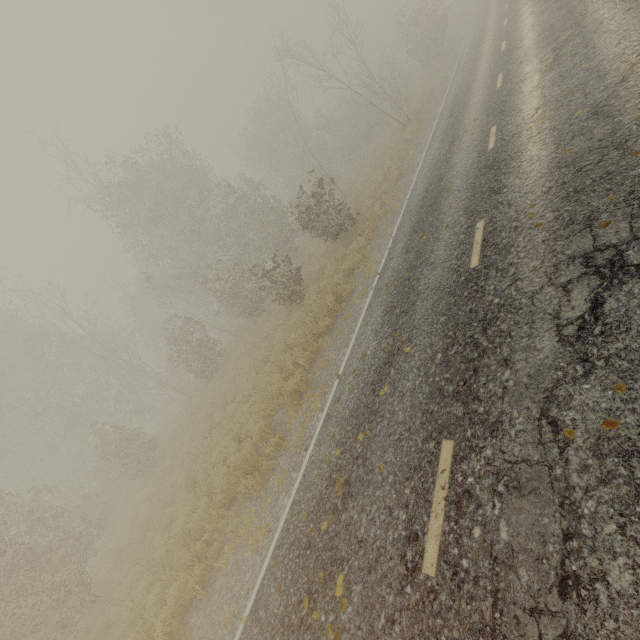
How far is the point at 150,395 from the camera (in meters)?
40.53
